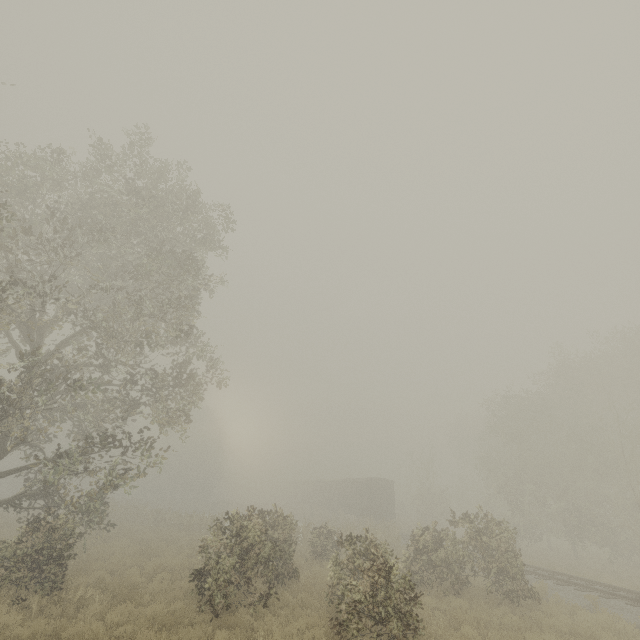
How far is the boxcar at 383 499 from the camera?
34.2m

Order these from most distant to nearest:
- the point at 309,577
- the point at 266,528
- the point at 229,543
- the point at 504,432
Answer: the point at 504,432, the point at 266,528, the point at 309,577, the point at 229,543

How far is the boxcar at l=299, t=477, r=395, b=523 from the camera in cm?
3416
